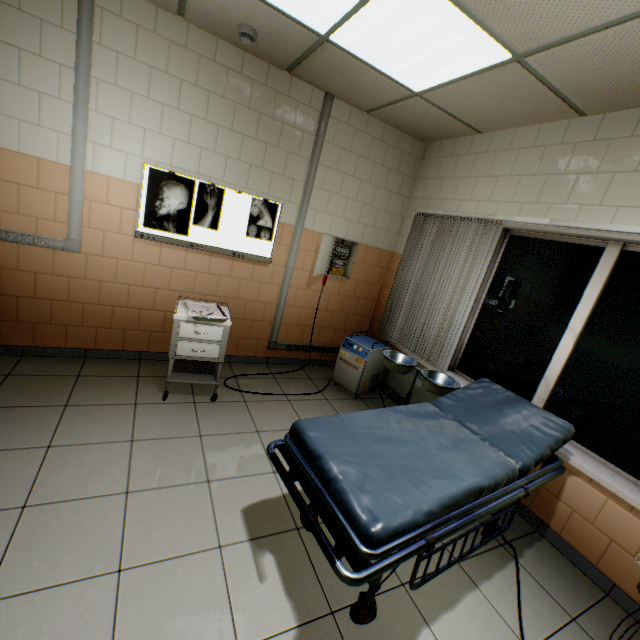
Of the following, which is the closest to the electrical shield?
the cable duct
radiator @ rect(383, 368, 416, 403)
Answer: radiator @ rect(383, 368, 416, 403)

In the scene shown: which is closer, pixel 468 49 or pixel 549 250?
pixel 468 49

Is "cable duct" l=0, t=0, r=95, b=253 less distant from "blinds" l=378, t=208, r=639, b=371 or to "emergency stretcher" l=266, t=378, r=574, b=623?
"emergency stretcher" l=266, t=378, r=574, b=623

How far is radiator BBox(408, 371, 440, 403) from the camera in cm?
357

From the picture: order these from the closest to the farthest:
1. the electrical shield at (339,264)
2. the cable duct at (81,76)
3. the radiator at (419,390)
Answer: the cable duct at (81,76), the radiator at (419,390), the electrical shield at (339,264)

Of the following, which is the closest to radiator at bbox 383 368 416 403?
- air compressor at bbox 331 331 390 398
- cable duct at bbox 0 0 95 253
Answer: air compressor at bbox 331 331 390 398

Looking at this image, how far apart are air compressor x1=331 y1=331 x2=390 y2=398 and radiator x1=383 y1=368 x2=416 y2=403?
0.17m

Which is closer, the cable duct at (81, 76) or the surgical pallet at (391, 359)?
the cable duct at (81, 76)
